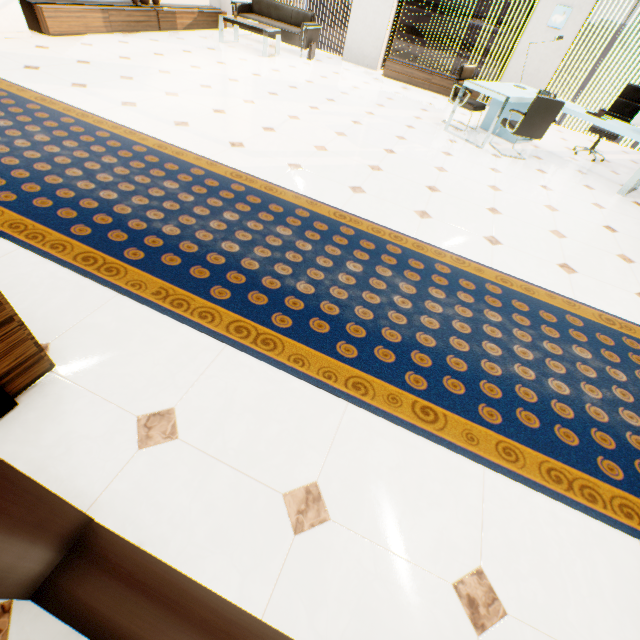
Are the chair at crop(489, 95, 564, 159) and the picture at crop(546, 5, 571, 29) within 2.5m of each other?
no

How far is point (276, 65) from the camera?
6.7 meters

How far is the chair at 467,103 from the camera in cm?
563

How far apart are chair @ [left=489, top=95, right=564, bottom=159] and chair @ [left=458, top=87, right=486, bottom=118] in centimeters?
57cm

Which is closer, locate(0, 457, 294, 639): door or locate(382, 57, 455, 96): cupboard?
locate(0, 457, 294, 639): door

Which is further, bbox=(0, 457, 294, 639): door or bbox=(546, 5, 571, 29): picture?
bbox=(546, 5, 571, 29): picture

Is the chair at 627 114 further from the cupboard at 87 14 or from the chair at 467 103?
the cupboard at 87 14

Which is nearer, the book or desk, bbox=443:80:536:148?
the book
